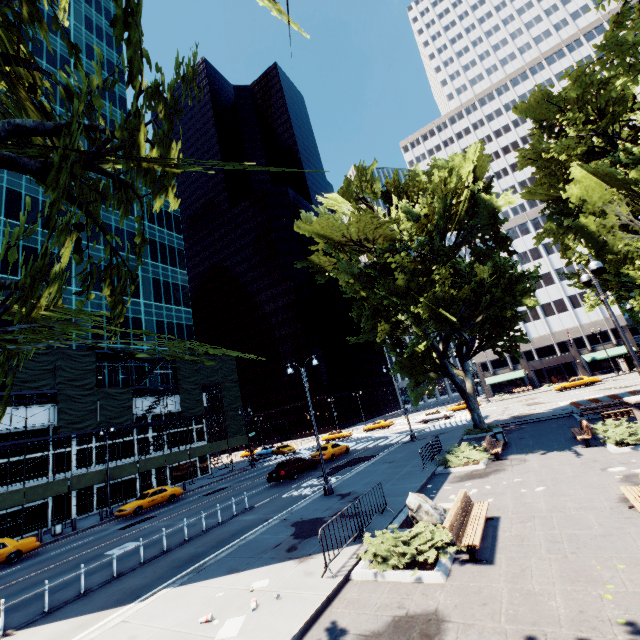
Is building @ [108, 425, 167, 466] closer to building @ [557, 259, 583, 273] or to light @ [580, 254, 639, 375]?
light @ [580, 254, 639, 375]

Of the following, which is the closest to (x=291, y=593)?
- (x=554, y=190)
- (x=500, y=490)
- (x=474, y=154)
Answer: (x=500, y=490)

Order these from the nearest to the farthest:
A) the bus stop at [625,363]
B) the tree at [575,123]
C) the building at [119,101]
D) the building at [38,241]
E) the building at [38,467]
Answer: the tree at [575,123], the building at [38,467], the building at [38,241], the bus stop at [625,363], the building at [119,101]

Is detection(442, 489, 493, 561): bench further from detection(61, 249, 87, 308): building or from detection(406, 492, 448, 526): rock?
detection(61, 249, 87, 308): building

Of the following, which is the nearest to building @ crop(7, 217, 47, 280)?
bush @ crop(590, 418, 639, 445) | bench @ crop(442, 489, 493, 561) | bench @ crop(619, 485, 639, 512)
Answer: bench @ crop(442, 489, 493, 561)

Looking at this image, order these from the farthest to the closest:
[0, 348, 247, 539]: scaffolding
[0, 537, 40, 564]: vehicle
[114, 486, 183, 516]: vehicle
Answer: [0, 348, 247, 539]: scaffolding → [114, 486, 183, 516]: vehicle → [0, 537, 40, 564]: vehicle

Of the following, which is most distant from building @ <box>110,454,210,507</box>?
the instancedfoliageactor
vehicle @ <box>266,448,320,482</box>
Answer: the instancedfoliageactor

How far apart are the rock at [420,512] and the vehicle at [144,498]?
24.3 meters
